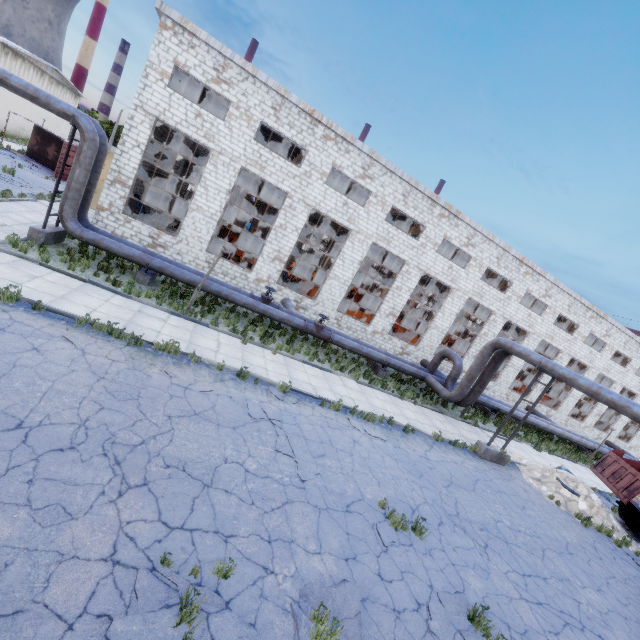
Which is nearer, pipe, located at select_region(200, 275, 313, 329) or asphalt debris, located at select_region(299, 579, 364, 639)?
asphalt debris, located at select_region(299, 579, 364, 639)

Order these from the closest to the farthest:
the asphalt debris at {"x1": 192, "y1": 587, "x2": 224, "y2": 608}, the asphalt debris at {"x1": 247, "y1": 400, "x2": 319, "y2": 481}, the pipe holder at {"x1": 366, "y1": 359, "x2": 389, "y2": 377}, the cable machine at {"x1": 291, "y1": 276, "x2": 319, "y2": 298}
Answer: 1. the asphalt debris at {"x1": 192, "y1": 587, "x2": 224, "y2": 608}
2. the asphalt debris at {"x1": 247, "y1": 400, "x2": 319, "y2": 481}
3. the pipe holder at {"x1": 366, "y1": 359, "x2": 389, "y2": 377}
4. the cable machine at {"x1": 291, "y1": 276, "x2": 319, "y2": 298}

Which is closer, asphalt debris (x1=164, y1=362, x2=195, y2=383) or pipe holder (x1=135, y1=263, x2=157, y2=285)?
asphalt debris (x1=164, y1=362, x2=195, y2=383)

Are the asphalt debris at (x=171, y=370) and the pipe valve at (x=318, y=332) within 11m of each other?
yes

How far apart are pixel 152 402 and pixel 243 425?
2.3m

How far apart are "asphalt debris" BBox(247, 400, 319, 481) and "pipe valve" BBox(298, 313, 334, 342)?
7.2m

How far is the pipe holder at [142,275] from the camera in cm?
1400

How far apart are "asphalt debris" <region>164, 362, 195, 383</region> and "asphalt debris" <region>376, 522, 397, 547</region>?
5.4 meters
